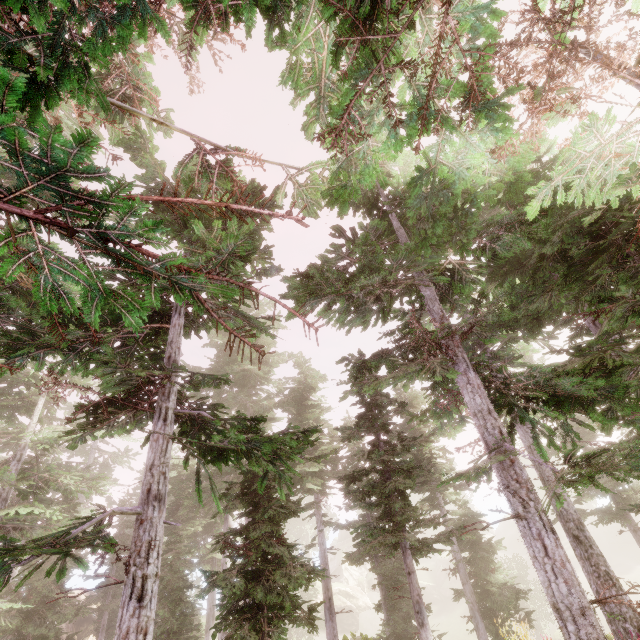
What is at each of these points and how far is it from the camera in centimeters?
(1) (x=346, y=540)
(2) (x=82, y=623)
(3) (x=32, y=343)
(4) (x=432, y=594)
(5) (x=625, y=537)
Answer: (1) rock, 5978cm
(2) rock, 3008cm
(3) instancedfoliageactor, 643cm
(4) rock, 4519cm
(5) rock, 4794cm

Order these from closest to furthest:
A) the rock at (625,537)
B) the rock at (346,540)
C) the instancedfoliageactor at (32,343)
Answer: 1. the instancedfoliageactor at (32,343)
2. the rock at (346,540)
3. the rock at (625,537)

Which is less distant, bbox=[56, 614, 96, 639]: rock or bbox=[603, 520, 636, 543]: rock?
bbox=[56, 614, 96, 639]: rock

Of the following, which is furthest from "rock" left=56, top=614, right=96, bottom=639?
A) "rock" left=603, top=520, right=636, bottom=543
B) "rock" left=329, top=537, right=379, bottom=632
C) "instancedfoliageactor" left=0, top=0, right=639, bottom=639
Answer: "rock" left=603, top=520, right=636, bottom=543

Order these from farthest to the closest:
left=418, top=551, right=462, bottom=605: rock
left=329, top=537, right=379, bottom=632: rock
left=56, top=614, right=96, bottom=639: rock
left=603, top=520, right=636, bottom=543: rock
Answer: left=603, top=520, right=636, bottom=543: rock → left=418, top=551, right=462, bottom=605: rock → left=329, top=537, right=379, bottom=632: rock → left=56, top=614, right=96, bottom=639: rock

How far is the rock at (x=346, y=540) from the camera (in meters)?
40.47

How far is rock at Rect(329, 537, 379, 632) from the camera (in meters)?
40.47

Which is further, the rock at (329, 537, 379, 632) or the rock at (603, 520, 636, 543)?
the rock at (603, 520, 636, 543)
